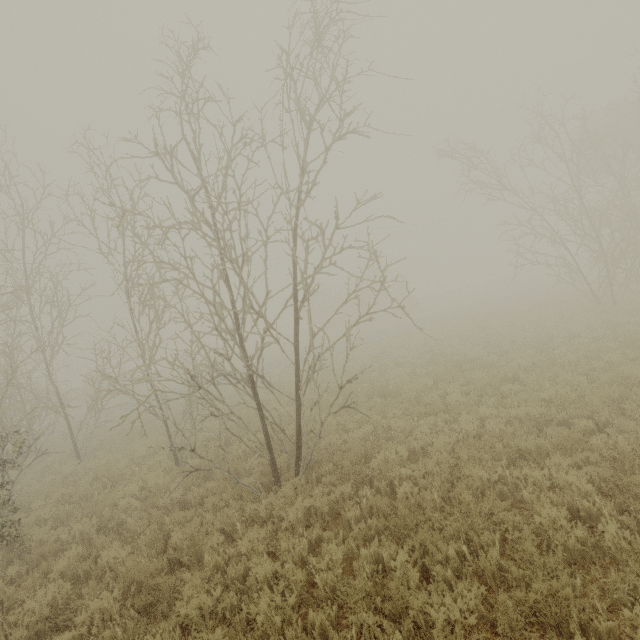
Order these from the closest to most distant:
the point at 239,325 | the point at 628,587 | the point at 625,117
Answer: the point at 628,587
the point at 239,325
the point at 625,117
